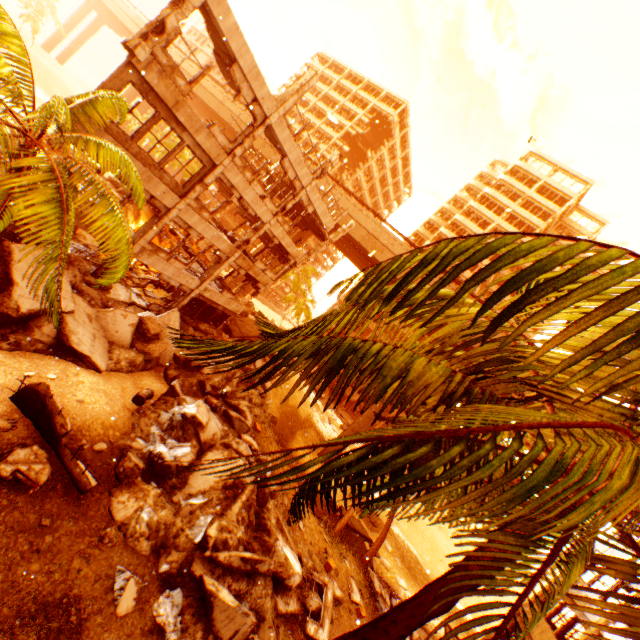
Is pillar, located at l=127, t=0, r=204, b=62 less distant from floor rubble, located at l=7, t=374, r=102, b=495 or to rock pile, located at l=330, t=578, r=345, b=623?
rock pile, located at l=330, t=578, r=345, b=623

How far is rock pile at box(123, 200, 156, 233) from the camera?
26.4 meters

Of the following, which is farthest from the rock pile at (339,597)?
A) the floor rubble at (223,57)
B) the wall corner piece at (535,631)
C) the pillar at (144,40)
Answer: the wall corner piece at (535,631)

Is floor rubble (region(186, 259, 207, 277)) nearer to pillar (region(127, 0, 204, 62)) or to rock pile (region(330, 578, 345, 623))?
rock pile (region(330, 578, 345, 623))

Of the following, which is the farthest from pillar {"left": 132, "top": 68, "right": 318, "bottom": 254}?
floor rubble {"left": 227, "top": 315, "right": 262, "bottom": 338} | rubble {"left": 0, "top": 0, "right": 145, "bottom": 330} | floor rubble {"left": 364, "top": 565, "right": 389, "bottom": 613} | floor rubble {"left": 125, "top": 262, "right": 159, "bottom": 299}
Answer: floor rubble {"left": 364, "top": 565, "right": 389, "bottom": 613}

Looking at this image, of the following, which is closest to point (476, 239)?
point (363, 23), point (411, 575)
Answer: point (363, 23)

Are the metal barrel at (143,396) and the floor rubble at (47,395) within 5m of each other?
yes

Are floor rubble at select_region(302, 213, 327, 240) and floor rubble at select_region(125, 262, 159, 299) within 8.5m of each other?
no
